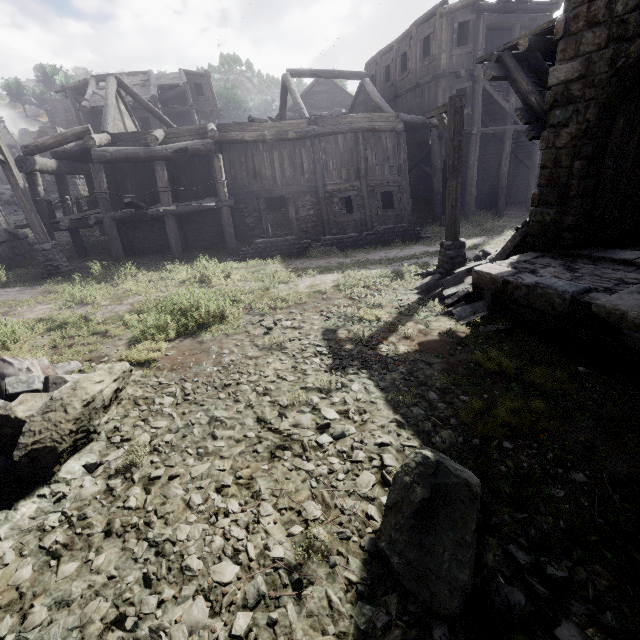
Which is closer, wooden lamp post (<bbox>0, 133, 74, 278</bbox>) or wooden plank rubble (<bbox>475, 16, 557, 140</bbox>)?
wooden plank rubble (<bbox>475, 16, 557, 140</bbox>)

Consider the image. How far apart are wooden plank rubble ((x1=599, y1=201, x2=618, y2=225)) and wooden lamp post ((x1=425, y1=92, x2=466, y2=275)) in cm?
287

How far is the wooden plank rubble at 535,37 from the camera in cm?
757

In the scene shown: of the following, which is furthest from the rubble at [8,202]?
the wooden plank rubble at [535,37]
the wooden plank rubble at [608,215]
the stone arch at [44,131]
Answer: the wooden plank rubble at [608,215]

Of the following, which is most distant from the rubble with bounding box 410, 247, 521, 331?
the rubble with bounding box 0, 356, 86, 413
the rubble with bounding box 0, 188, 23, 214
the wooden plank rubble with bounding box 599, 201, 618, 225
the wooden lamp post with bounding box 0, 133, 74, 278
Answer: the rubble with bounding box 0, 188, 23, 214

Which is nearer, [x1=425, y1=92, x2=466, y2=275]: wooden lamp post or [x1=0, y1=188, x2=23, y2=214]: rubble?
[x1=425, y1=92, x2=466, y2=275]: wooden lamp post

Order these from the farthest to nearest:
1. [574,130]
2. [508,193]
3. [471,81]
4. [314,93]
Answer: [314,93]
[508,193]
[471,81]
[574,130]

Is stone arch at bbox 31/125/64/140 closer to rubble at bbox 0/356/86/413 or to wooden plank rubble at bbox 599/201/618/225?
rubble at bbox 0/356/86/413
